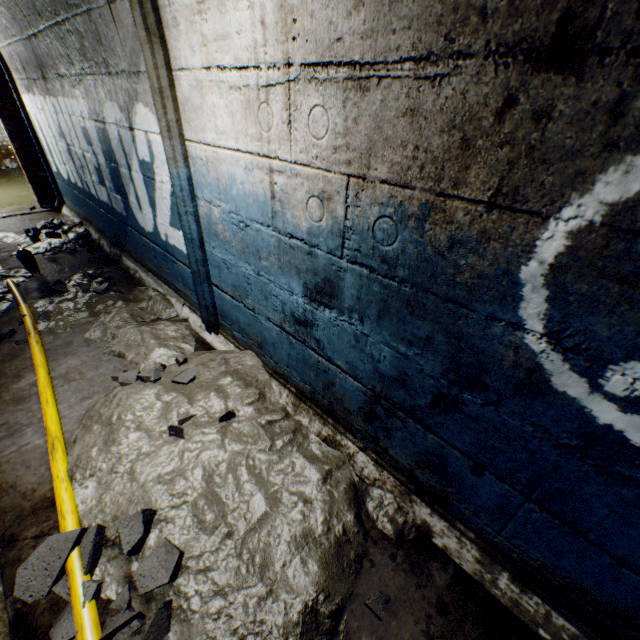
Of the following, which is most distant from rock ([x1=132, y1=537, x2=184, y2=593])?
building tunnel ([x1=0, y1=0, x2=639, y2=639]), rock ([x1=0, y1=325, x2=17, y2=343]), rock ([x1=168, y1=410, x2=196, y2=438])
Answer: rock ([x1=0, y1=325, x2=17, y2=343])

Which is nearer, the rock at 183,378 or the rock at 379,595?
the rock at 379,595

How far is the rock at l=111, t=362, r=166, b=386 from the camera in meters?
2.3

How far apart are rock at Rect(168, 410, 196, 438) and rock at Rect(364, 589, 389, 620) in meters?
1.4 m

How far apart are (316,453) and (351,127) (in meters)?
1.71

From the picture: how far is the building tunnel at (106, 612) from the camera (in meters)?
1.34

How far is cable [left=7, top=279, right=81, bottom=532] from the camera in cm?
164
